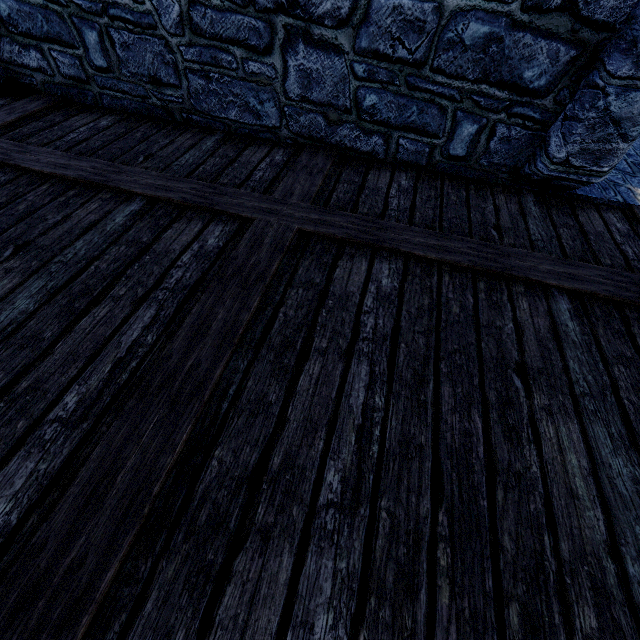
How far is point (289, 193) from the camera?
2.5m
